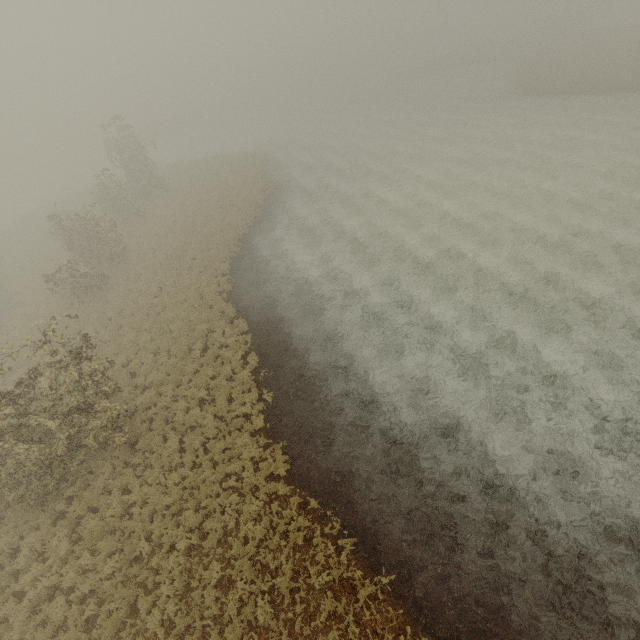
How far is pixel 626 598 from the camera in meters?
7.9
